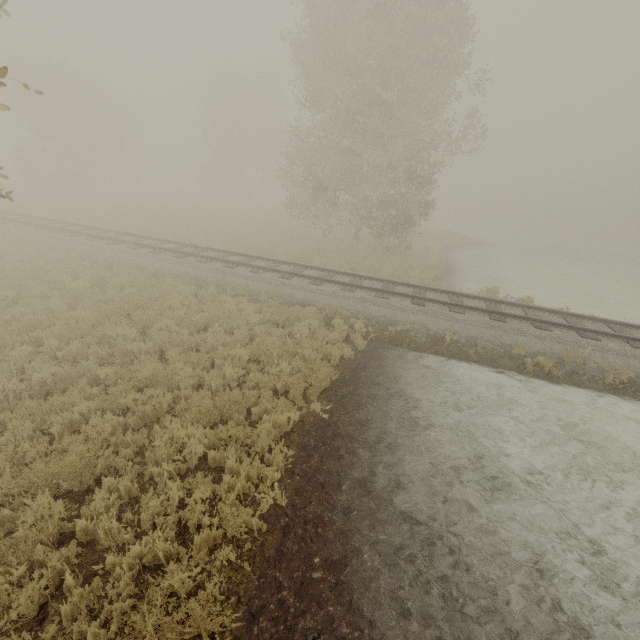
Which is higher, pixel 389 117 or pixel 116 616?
pixel 389 117
